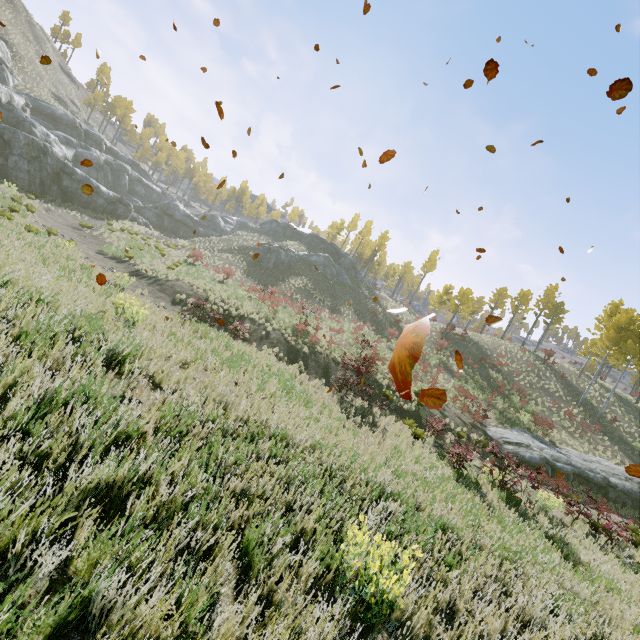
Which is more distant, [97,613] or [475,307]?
[475,307]

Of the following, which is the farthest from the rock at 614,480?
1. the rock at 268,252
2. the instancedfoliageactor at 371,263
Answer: the rock at 268,252

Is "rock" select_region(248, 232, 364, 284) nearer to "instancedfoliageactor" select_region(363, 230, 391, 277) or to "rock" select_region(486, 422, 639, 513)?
"rock" select_region(486, 422, 639, 513)

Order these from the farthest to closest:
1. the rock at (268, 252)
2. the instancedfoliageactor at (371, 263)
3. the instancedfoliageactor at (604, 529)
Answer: the instancedfoliageactor at (371, 263), the rock at (268, 252), the instancedfoliageactor at (604, 529)

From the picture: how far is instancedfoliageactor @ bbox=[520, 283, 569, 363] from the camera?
36.3 meters
